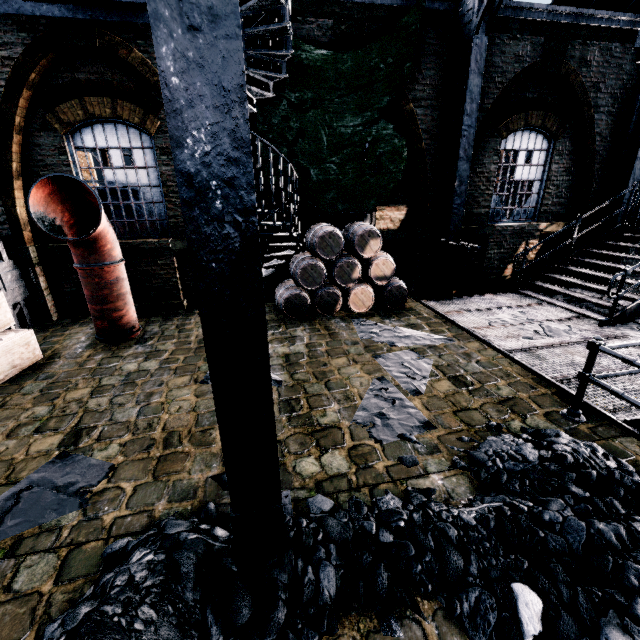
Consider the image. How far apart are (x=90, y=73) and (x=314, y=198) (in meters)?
5.80

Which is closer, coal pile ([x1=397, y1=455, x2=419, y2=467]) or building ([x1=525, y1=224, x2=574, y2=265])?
coal pile ([x1=397, y1=455, x2=419, y2=467])

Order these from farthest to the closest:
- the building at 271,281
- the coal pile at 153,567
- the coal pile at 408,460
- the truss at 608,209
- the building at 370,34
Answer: the truss at 608,209 < the building at 271,281 < the building at 370,34 < the coal pile at 408,460 < the coal pile at 153,567

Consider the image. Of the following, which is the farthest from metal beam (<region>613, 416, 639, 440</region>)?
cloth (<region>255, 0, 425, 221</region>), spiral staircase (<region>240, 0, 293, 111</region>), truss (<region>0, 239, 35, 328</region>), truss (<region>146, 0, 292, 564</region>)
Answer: truss (<region>0, 239, 35, 328</region>)

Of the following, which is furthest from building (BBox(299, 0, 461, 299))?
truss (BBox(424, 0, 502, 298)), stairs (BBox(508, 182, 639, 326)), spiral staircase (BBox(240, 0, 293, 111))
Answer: spiral staircase (BBox(240, 0, 293, 111))

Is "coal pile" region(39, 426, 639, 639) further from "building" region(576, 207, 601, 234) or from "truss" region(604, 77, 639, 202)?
"truss" region(604, 77, 639, 202)

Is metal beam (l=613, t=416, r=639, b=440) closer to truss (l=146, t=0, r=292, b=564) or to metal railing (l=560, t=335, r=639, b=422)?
metal railing (l=560, t=335, r=639, b=422)

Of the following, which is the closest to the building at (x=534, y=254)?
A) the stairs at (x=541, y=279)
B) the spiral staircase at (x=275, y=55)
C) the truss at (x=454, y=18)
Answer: the truss at (x=454, y=18)
